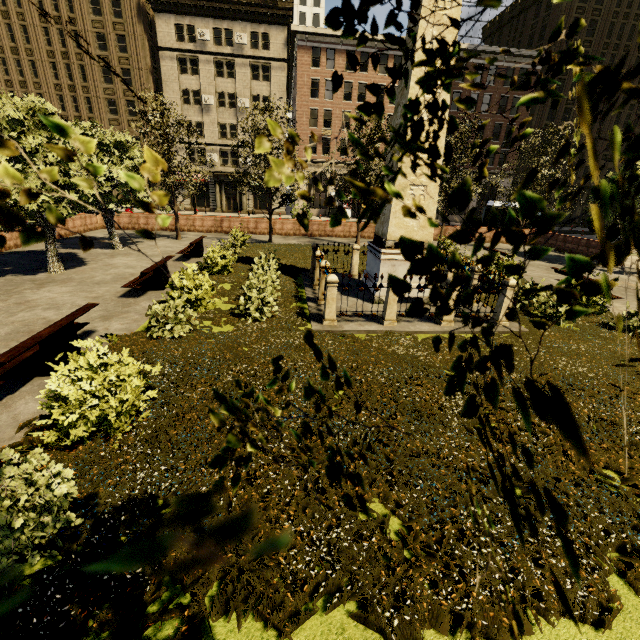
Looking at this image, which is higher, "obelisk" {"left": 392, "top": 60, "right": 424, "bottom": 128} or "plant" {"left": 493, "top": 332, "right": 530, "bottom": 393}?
"obelisk" {"left": 392, "top": 60, "right": 424, "bottom": 128}

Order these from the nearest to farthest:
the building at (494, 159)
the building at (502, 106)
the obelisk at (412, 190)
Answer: the obelisk at (412, 190), the building at (502, 106), the building at (494, 159)

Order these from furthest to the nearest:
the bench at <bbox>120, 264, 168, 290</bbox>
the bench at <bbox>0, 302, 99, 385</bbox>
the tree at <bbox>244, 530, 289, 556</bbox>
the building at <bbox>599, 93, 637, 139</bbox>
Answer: the building at <bbox>599, 93, 637, 139</bbox>
the bench at <bbox>120, 264, 168, 290</bbox>
the bench at <bbox>0, 302, 99, 385</bbox>
the tree at <bbox>244, 530, 289, 556</bbox>

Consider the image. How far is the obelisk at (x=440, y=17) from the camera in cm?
824

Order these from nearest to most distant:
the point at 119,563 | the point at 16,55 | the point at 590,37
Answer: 1. the point at 119,563
2. the point at 16,55
3. the point at 590,37

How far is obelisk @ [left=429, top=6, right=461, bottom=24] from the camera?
8.24m

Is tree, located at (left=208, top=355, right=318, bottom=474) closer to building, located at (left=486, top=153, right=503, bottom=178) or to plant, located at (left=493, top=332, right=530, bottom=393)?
plant, located at (left=493, top=332, right=530, bottom=393)

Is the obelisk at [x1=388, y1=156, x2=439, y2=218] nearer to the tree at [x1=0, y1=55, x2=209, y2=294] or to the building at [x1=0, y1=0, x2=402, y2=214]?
the tree at [x1=0, y1=55, x2=209, y2=294]
